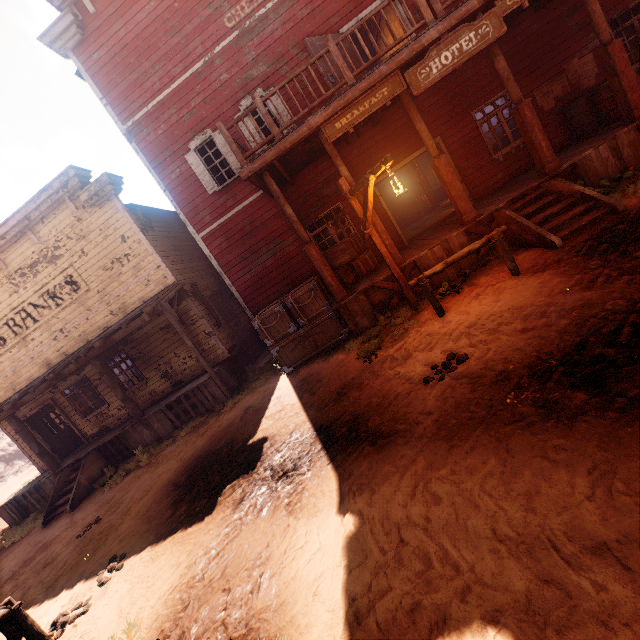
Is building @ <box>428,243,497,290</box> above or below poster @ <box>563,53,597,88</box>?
below

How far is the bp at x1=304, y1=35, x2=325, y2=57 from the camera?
8.4 meters

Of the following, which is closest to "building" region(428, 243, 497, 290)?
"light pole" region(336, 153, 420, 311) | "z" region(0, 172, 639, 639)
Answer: "z" region(0, 172, 639, 639)

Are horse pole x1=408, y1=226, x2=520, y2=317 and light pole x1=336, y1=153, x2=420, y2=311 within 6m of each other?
yes

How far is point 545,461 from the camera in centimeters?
248cm

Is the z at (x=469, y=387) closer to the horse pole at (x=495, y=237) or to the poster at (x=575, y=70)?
the horse pole at (x=495, y=237)

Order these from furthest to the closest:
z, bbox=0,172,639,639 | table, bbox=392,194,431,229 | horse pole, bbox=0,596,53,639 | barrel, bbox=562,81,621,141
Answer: table, bbox=392,194,431,229 < barrel, bbox=562,81,621,141 < horse pole, bbox=0,596,53,639 < z, bbox=0,172,639,639

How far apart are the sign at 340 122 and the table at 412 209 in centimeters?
1229cm
